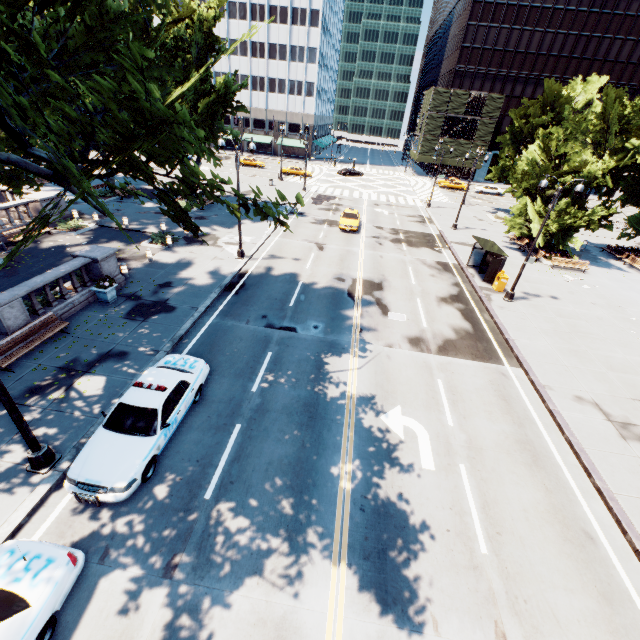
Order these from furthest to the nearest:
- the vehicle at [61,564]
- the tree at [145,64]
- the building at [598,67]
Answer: the building at [598,67], the vehicle at [61,564], the tree at [145,64]

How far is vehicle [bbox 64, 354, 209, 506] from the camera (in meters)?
8.17

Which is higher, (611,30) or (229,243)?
(611,30)

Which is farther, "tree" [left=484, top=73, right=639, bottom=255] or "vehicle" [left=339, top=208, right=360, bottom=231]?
"vehicle" [left=339, top=208, right=360, bottom=231]

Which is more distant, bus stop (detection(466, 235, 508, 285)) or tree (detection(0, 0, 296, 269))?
bus stop (detection(466, 235, 508, 285))

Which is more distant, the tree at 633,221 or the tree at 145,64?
the tree at 633,221

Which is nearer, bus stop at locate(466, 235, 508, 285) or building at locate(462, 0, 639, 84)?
bus stop at locate(466, 235, 508, 285)

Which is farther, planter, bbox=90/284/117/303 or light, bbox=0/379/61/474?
planter, bbox=90/284/117/303
